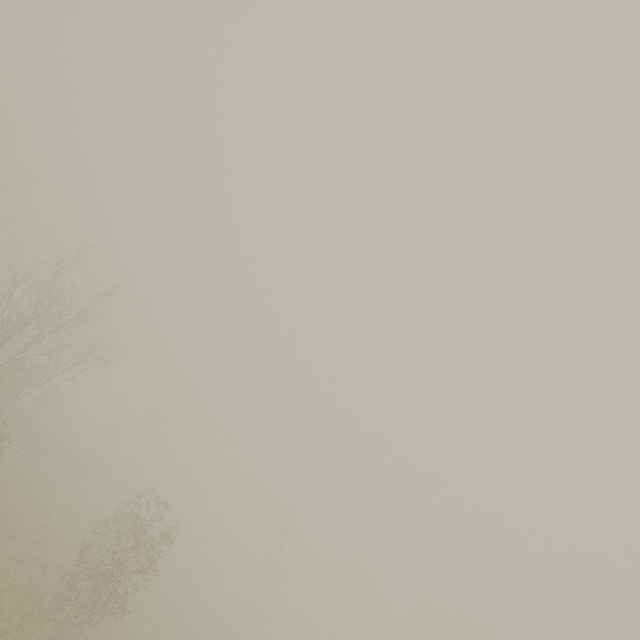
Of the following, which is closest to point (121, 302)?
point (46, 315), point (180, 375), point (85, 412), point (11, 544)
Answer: point (180, 375)
